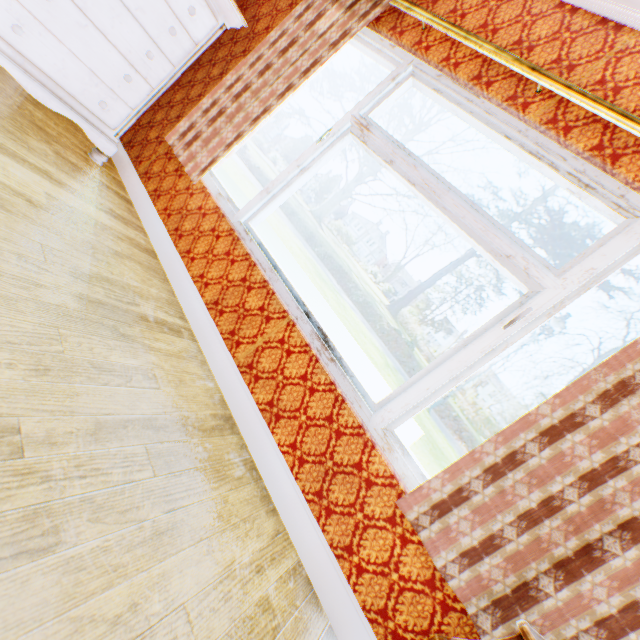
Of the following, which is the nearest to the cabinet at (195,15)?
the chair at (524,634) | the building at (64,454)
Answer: the building at (64,454)

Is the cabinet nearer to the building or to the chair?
the building

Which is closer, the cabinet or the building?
the building

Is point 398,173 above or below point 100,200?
above

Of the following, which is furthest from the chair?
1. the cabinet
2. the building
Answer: the cabinet

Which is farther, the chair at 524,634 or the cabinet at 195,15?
the cabinet at 195,15

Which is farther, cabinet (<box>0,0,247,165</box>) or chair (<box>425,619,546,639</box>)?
cabinet (<box>0,0,247,165</box>)
